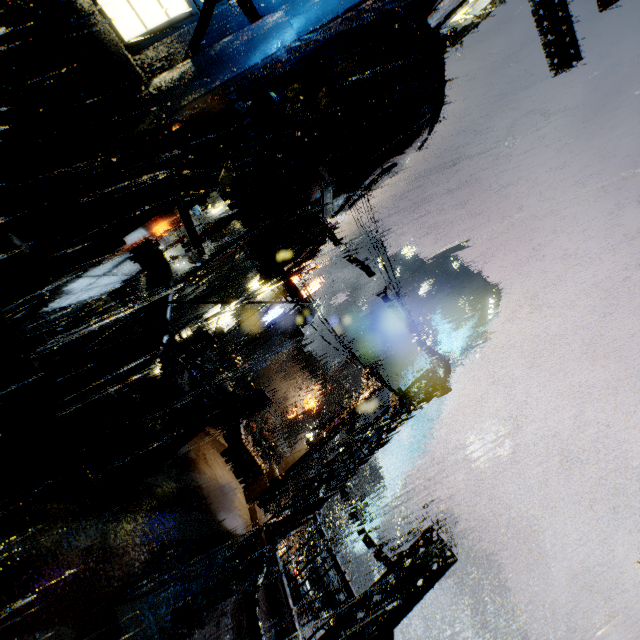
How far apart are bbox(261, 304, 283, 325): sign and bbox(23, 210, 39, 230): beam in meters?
31.0

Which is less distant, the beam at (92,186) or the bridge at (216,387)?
the beam at (92,186)

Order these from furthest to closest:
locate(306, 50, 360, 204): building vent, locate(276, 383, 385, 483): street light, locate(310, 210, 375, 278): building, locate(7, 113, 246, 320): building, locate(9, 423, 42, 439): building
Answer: locate(276, 383, 385, 483): street light → locate(310, 210, 375, 278): building → locate(306, 50, 360, 204): building vent → locate(7, 113, 246, 320): building → locate(9, 423, 42, 439): building

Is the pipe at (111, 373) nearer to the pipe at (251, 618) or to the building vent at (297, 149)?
the building vent at (297, 149)

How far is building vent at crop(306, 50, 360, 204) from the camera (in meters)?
10.91

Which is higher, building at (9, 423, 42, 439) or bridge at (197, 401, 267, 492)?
bridge at (197, 401, 267, 492)

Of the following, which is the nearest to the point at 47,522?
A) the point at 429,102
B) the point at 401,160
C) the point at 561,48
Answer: Result: the point at 401,160

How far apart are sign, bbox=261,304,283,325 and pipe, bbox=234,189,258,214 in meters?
28.0
